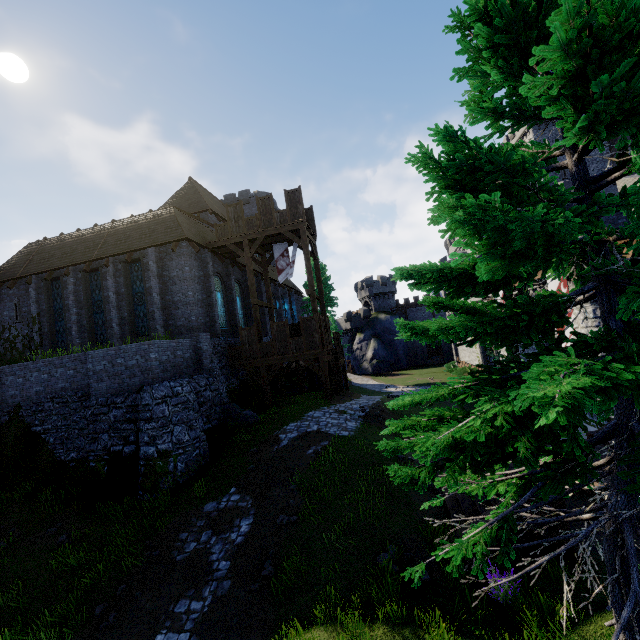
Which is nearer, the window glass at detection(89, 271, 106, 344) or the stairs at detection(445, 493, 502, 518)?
the stairs at detection(445, 493, 502, 518)

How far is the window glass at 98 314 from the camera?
20.2 meters

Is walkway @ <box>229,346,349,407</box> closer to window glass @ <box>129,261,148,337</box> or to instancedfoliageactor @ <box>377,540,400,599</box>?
window glass @ <box>129,261,148,337</box>

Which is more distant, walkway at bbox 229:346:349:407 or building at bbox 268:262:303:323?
building at bbox 268:262:303:323

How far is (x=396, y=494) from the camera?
9.65m

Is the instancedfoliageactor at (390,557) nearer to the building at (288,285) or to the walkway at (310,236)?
the walkway at (310,236)

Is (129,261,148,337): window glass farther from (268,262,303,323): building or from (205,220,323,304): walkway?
(205,220,323,304): walkway

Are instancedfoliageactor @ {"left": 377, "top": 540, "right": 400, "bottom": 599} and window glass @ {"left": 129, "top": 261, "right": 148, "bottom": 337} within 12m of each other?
no
